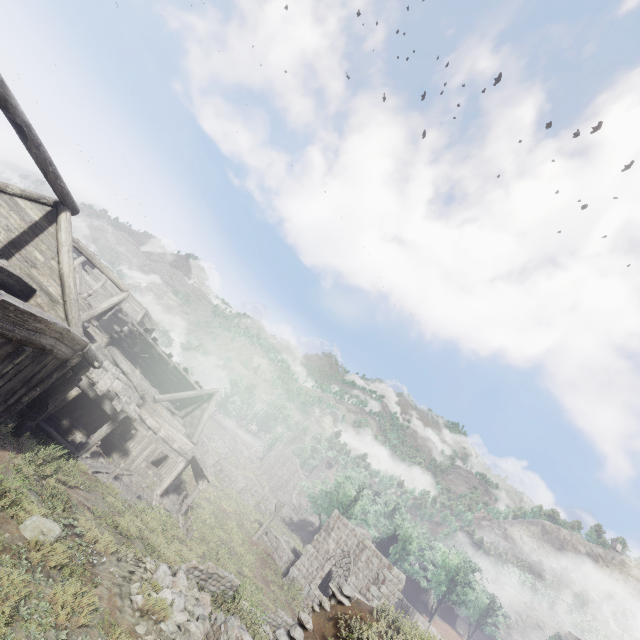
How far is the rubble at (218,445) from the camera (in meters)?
49.46

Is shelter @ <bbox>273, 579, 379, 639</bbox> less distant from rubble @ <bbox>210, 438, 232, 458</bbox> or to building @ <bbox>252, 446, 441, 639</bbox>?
building @ <bbox>252, 446, 441, 639</bbox>

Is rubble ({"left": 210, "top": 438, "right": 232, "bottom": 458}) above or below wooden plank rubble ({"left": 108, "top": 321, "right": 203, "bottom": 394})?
below

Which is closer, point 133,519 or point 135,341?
point 133,519

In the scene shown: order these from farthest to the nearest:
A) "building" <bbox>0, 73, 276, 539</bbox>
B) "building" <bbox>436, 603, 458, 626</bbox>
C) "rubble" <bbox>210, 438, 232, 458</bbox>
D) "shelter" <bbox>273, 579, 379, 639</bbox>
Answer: "building" <bbox>436, 603, 458, 626</bbox>
"rubble" <bbox>210, 438, 232, 458</bbox>
"building" <bbox>0, 73, 276, 539</bbox>
"shelter" <bbox>273, 579, 379, 639</bbox>

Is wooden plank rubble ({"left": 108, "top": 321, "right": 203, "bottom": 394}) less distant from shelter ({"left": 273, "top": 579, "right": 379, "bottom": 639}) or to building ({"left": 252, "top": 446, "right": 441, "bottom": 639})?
building ({"left": 252, "top": 446, "right": 441, "bottom": 639})

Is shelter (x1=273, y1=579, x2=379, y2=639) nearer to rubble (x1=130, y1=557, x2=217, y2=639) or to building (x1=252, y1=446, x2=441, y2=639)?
building (x1=252, y1=446, x2=441, y2=639)

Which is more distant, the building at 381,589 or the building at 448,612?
the building at 448,612
